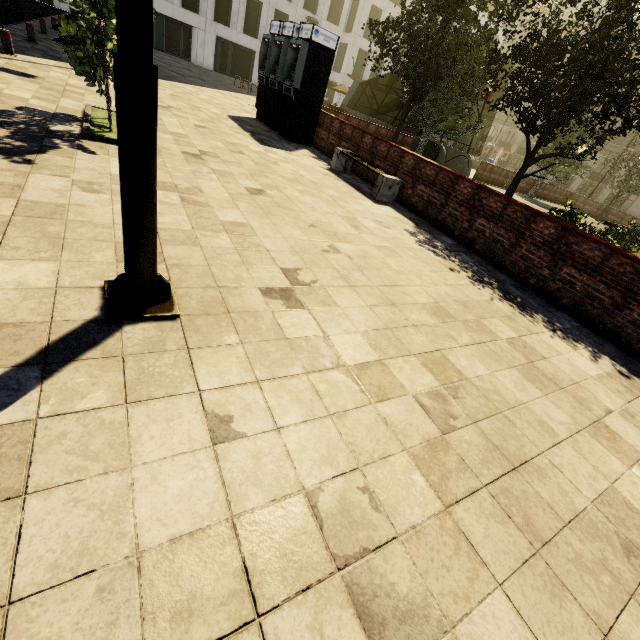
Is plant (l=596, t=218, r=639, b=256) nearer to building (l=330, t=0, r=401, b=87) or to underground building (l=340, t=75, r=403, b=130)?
underground building (l=340, t=75, r=403, b=130)

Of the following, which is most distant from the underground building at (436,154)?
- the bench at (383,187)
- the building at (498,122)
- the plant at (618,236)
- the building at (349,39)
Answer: the building at (498,122)

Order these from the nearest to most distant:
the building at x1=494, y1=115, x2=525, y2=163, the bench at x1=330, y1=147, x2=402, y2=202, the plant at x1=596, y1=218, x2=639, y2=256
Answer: the bench at x1=330, y1=147, x2=402, y2=202
the plant at x1=596, y1=218, x2=639, y2=256
the building at x1=494, y1=115, x2=525, y2=163

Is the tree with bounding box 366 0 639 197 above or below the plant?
above

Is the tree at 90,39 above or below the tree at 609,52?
below

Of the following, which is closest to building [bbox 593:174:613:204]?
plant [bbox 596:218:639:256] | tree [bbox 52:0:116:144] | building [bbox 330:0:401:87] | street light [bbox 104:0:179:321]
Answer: tree [bbox 52:0:116:144]

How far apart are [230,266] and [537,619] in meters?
3.6 m

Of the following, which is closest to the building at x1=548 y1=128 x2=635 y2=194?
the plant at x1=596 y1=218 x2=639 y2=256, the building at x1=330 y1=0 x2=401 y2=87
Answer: the building at x1=330 y1=0 x2=401 y2=87
